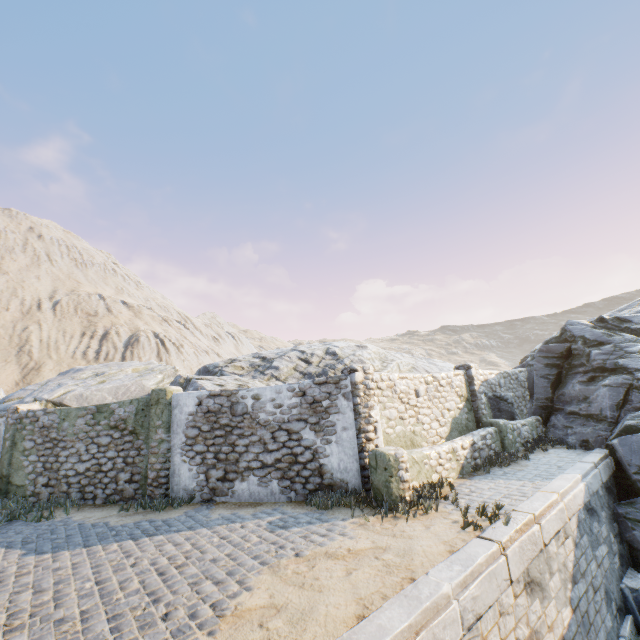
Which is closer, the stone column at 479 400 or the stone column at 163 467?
the stone column at 163 467

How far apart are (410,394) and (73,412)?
11.0 meters

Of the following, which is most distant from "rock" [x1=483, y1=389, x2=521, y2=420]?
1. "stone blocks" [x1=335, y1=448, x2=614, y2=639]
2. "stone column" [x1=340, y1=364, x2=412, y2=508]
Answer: "stone column" [x1=340, y1=364, x2=412, y2=508]

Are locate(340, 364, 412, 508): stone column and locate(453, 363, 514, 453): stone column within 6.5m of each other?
yes

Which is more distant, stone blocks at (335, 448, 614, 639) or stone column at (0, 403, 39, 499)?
stone column at (0, 403, 39, 499)

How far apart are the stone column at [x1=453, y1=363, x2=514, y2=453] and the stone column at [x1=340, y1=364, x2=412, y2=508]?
5.0m

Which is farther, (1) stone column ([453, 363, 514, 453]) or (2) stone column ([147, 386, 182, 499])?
(1) stone column ([453, 363, 514, 453])

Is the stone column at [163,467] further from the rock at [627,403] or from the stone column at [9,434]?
the rock at [627,403]
